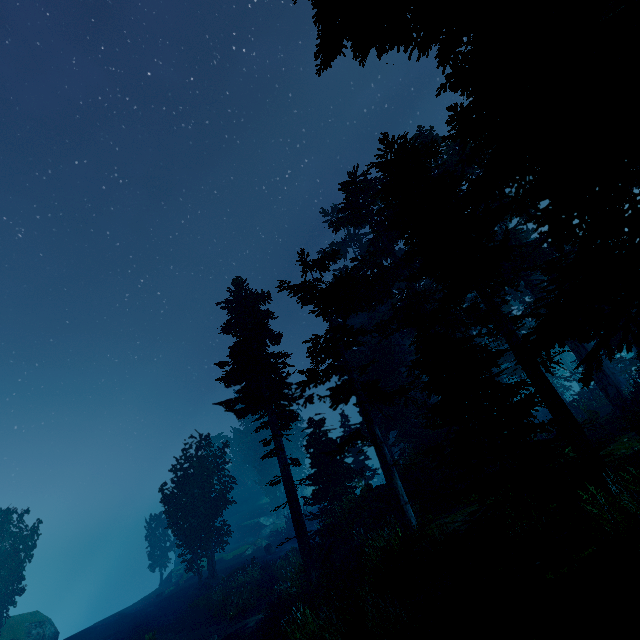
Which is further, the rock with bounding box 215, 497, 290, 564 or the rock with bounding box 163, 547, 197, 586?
the rock with bounding box 215, 497, 290, 564

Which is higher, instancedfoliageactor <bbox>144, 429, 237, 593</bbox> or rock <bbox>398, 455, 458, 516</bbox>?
instancedfoliageactor <bbox>144, 429, 237, 593</bbox>

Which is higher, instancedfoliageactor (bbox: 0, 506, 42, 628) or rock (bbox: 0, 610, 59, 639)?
instancedfoliageactor (bbox: 0, 506, 42, 628)

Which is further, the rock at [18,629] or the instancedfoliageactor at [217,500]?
the instancedfoliageactor at [217,500]

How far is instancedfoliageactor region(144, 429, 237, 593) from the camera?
30.5 meters

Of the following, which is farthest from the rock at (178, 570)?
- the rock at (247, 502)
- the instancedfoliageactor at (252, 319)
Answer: the rock at (247, 502)

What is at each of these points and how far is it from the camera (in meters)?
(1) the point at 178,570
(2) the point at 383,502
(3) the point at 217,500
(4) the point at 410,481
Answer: (1) rock, 45.03
(2) rock, 17.34
(3) instancedfoliageactor, 32.84
(4) rock, 16.78

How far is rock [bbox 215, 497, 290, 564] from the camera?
39.8m
